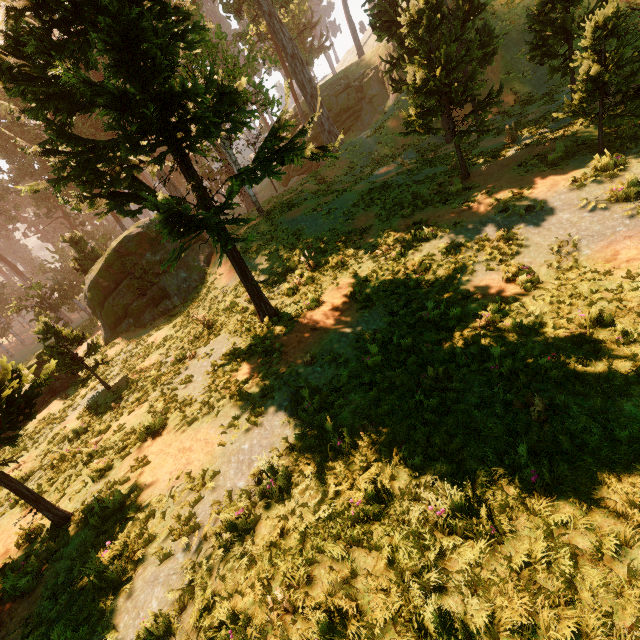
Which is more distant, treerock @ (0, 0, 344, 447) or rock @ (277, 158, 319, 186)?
rock @ (277, 158, 319, 186)

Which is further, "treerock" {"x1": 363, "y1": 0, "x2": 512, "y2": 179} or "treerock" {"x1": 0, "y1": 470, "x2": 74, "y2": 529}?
"treerock" {"x1": 363, "y1": 0, "x2": 512, "y2": 179}

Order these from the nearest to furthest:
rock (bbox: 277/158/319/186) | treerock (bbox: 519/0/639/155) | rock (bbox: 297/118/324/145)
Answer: treerock (bbox: 519/0/639/155) < rock (bbox: 297/118/324/145) < rock (bbox: 277/158/319/186)

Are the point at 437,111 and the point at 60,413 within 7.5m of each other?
no

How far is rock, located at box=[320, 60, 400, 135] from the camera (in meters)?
36.53

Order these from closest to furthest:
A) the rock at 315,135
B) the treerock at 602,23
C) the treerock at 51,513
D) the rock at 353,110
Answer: the treerock at 51,513
the treerock at 602,23
the rock at 353,110
the rock at 315,135

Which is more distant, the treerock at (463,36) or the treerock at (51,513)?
the treerock at (463,36)
